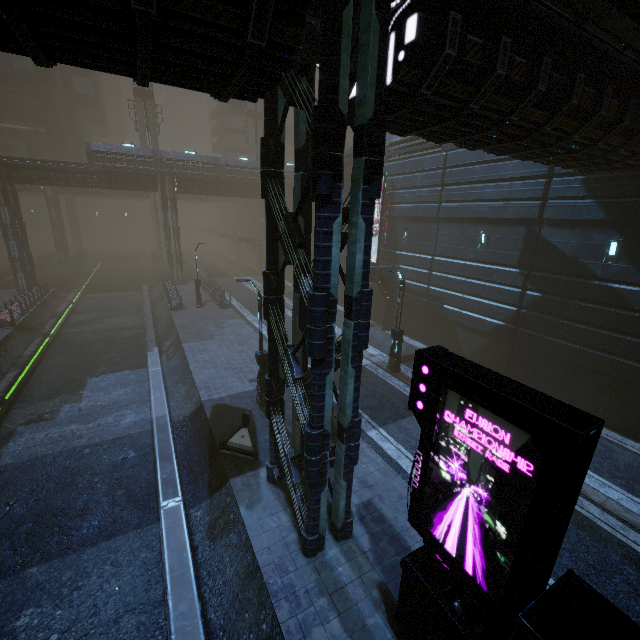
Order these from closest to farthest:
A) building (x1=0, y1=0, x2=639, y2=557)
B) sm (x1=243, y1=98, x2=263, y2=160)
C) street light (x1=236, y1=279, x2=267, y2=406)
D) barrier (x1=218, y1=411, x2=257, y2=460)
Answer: building (x1=0, y1=0, x2=639, y2=557) < barrier (x1=218, y1=411, x2=257, y2=460) < street light (x1=236, y1=279, x2=267, y2=406) < sm (x1=243, y1=98, x2=263, y2=160)

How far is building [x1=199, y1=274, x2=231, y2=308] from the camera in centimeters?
2861cm

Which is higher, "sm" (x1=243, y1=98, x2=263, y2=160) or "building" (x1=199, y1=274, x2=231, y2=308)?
"sm" (x1=243, y1=98, x2=263, y2=160)

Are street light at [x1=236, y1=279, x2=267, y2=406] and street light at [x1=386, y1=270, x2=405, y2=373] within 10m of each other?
yes

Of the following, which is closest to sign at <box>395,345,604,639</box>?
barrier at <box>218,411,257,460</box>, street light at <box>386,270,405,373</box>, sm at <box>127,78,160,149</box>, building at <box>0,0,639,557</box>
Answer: building at <box>0,0,639,557</box>

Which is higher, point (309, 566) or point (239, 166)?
point (239, 166)

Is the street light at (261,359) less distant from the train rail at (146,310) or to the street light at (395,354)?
the train rail at (146,310)

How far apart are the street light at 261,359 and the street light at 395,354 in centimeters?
671cm
